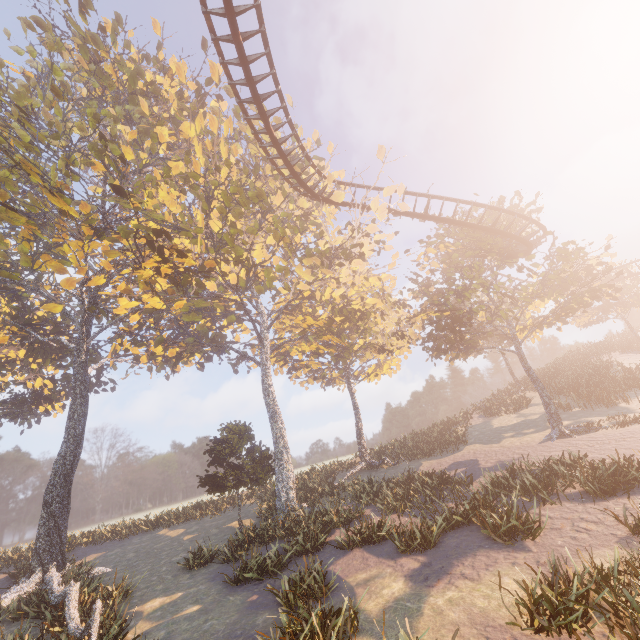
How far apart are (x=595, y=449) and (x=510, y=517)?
10.68m

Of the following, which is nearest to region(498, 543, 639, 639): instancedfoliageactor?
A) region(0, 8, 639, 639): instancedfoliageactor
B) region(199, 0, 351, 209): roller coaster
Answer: region(0, 8, 639, 639): instancedfoliageactor

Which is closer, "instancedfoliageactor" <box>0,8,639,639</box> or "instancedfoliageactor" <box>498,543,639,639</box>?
"instancedfoliageactor" <box>498,543,639,639</box>

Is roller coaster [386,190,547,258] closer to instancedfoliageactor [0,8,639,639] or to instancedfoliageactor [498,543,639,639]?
instancedfoliageactor [0,8,639,639]

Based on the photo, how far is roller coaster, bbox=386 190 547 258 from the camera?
21.4 meters

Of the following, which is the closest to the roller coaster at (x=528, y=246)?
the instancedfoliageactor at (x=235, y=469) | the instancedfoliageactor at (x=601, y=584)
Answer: the instancedfoliageactor at (x=235, y=469)
